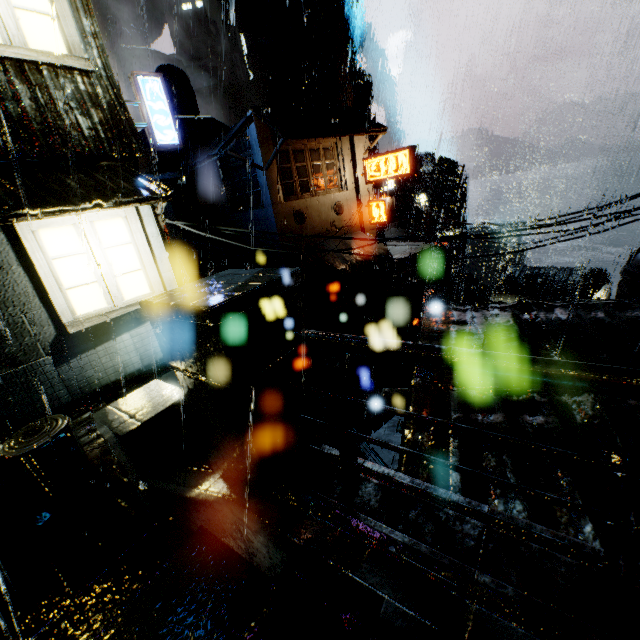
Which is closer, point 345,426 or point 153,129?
point 345,426

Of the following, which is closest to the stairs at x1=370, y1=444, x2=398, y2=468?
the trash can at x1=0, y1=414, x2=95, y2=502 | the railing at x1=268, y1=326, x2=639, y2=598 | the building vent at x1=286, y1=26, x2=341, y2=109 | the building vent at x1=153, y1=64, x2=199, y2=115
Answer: the trash can at x1=0, y1=414, x2=95, y2=502

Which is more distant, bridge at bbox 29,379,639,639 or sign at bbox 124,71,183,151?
sign at bbox 124,71,183,151

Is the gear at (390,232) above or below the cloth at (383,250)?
below

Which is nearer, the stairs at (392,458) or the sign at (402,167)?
the sign at (402,167)

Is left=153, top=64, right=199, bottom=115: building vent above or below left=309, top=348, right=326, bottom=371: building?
above

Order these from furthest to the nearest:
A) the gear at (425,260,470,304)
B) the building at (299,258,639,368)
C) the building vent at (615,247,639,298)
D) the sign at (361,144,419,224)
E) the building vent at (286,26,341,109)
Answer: the gear at (425,260,470,304) → the building vent at (286,26,341,109) → the sign at (361,144,419,224) → the building vent at (615,247,639,298) → the building at (299,258,639,368)

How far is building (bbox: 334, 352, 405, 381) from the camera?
21.0m
